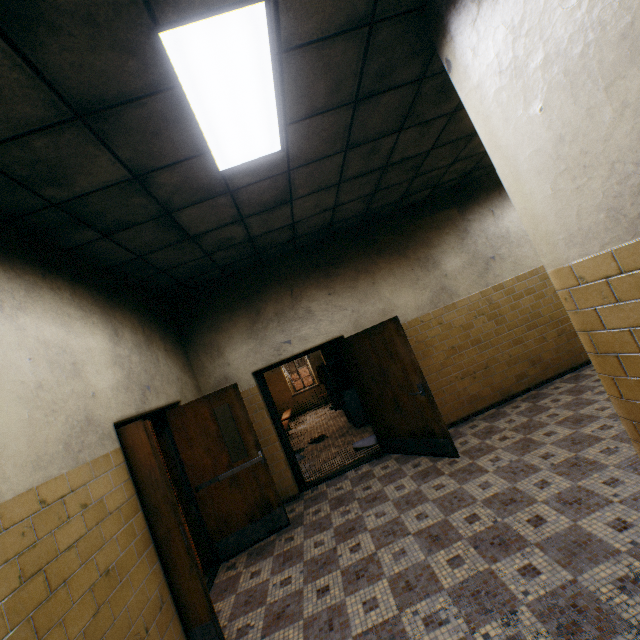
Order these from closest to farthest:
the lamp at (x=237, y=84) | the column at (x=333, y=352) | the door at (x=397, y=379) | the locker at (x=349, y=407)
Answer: the lamp at (x=237, y=84) → the door at (x=397, y=379) → the locker at (x=349, y=407) → the column at (x=333, y=352)

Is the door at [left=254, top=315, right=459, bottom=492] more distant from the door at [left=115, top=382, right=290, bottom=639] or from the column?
the column

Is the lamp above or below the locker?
above

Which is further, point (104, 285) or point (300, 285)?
point (300, 285)

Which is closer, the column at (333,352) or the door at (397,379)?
the door at (397,379)

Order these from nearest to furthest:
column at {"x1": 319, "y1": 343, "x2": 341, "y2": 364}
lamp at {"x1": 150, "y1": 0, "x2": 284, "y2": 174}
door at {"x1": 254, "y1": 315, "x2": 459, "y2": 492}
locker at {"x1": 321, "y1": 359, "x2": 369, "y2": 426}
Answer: lamp at {"x1": 150, "y1": 0, "x2": 284, "y2": 174}
door at {"x1": 254, "y1": 315, "x2": 459, "y2": 492}
locker at {"x1": 321, "y1": 359, "x2": 369, "y2": 426}
column at {"x1": 319, "y1": 343, "x2": 341, "y2": 364}

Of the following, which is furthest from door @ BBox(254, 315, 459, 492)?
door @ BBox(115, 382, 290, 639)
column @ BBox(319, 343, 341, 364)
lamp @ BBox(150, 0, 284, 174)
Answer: column @ BBox(319, 343, 341, 364)

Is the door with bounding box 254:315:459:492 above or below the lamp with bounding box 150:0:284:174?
below
